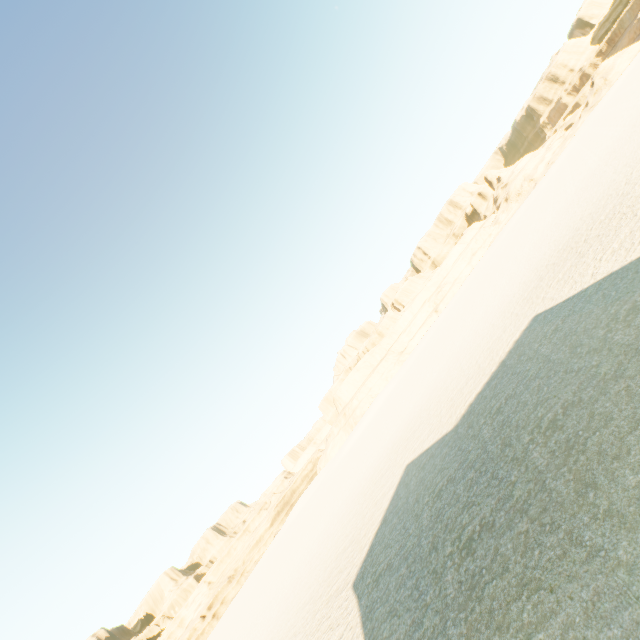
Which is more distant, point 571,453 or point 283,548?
point 283,548
